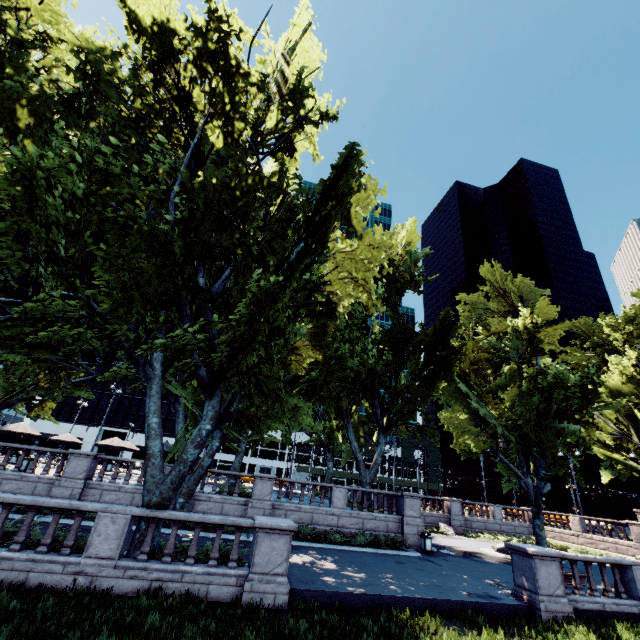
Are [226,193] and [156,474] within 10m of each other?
no

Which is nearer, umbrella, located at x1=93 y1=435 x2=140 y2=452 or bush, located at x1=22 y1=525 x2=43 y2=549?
bush, located at x1=22 y1=525 x2=43 y2=549

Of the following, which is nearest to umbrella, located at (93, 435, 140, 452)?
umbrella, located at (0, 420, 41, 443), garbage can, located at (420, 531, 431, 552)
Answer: umbrella, located at (0, 420, 41, 443)

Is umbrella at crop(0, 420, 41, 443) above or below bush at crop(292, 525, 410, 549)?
above

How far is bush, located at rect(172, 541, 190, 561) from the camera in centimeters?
1085cm

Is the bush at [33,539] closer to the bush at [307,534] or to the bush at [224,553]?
the bush at [224,553]

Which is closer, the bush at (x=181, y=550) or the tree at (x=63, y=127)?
the tree at (x=63, y=127)

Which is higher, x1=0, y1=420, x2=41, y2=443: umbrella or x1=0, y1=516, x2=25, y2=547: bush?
x1=0, y1=420, x2=41, y2=443: umbrella
